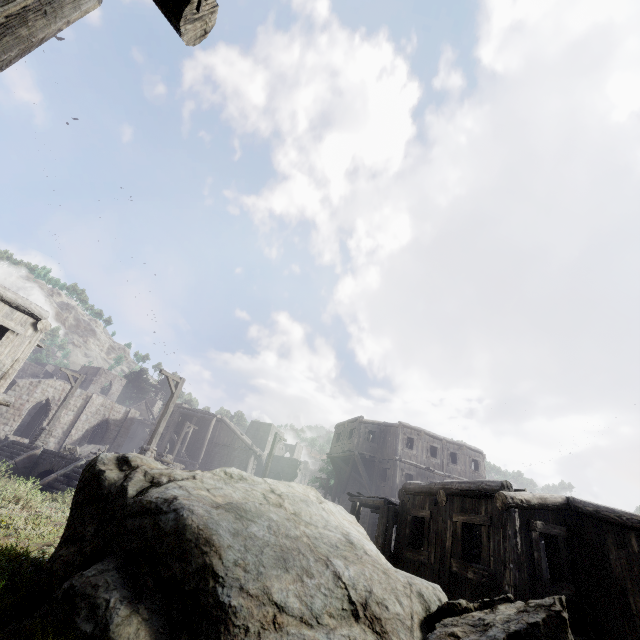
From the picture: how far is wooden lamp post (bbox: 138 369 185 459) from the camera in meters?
15.2 m

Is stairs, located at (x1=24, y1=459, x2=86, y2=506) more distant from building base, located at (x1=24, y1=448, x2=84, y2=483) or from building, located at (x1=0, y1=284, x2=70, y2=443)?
building, located at (x1=0, y1=284, x2=70, y2=443)

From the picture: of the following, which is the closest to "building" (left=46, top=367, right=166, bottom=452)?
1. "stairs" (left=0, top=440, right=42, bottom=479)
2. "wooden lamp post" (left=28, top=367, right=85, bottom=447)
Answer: "stairs" (left=0, top=440, right=42, bottom=479)

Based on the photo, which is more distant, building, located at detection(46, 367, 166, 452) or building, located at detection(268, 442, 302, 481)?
building, located at detection(268, 442, 302, 481)

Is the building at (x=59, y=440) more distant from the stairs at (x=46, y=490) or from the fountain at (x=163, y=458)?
the fountain at (x=163, y=458)

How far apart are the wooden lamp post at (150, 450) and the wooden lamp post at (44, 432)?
9.1 meters

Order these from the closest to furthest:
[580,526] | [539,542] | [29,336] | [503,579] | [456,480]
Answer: [503,579], [539,542], [580,526], [456,480], [29,336]

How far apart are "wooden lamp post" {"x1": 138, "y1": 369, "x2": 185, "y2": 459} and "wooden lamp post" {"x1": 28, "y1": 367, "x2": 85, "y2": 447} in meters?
9.1 m
